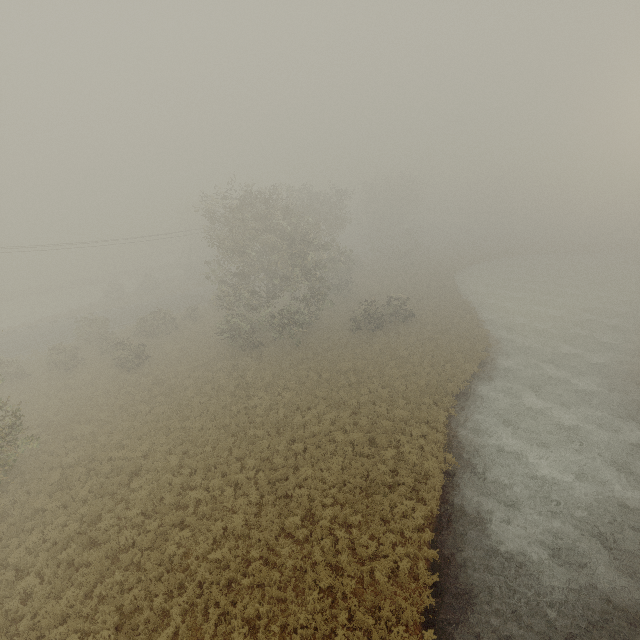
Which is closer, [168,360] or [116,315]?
[168,360]
